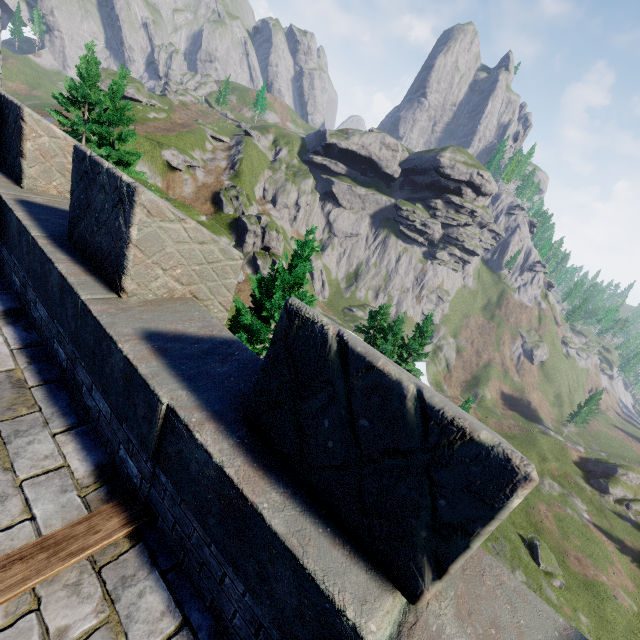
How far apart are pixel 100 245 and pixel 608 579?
63.3m
